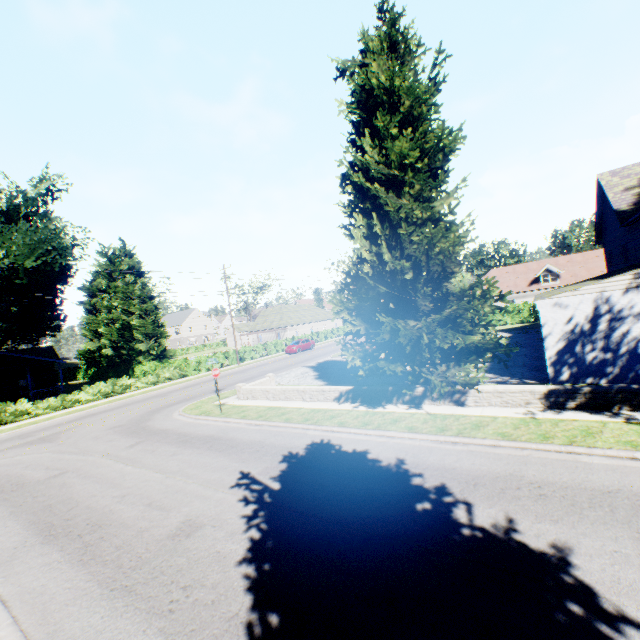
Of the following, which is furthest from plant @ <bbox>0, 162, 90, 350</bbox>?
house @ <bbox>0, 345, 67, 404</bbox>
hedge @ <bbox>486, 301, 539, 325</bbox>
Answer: house @ <bbox>0, 345, 67, 404</bbox>

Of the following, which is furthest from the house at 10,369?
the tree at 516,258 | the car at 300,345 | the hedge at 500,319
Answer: the car at 300,345

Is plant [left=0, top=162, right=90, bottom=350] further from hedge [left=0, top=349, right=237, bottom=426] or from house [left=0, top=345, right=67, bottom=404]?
house [left=0, top=345, right=67, bottom=404]

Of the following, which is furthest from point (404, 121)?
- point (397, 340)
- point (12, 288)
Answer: point (12, 288)

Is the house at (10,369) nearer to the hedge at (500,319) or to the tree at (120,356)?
the tree at (120,356)

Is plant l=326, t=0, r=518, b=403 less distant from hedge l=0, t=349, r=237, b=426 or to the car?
hedge l=0, t=349, r=237, b=426

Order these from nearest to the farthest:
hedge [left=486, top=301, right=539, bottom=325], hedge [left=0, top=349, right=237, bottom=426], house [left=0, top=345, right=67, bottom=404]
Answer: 1. hedge [left=0, top=349, right=237, bottom=426]
2. house [left=0, top=345, right=67, bottom=404]
3. hedge [left=486, top=301, right=539, bottom=325]

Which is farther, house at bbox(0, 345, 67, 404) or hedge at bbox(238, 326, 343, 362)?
hedge at bbox(238, 326, 343, 362)
